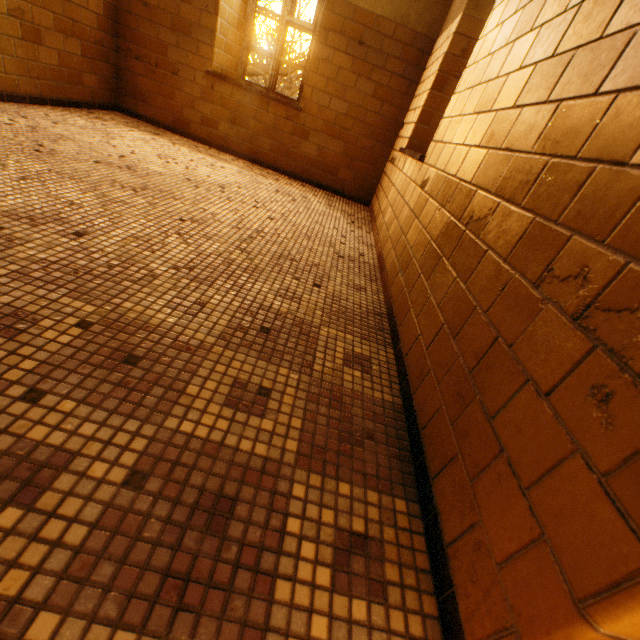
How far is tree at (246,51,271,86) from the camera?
10.20m

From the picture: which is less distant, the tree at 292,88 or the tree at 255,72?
the tree at 292,88

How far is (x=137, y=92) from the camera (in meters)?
4.29

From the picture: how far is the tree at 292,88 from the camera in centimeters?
966cm

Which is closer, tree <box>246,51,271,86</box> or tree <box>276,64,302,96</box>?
tree <box>276,64,302,96</box>
